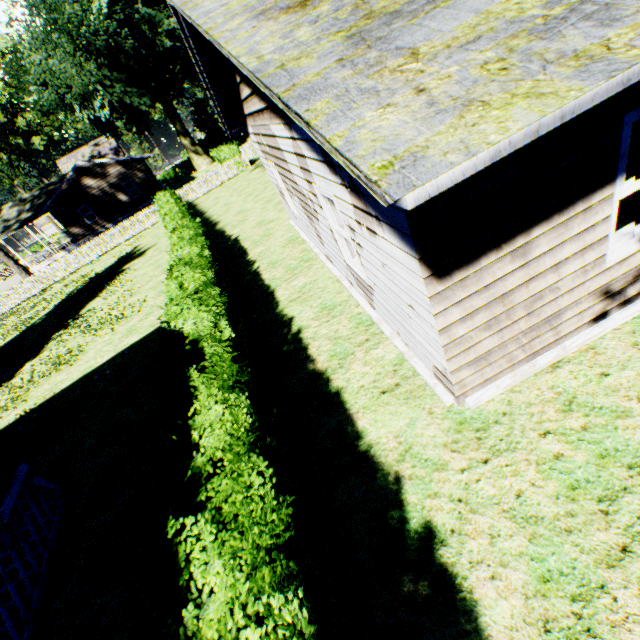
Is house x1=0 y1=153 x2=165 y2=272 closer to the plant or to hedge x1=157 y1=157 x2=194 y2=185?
the plant

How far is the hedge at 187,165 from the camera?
54.3m

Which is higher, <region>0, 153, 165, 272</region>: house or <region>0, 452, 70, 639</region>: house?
<region>0, 153, 165, 272</region>: house

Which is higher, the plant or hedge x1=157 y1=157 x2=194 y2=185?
the plant

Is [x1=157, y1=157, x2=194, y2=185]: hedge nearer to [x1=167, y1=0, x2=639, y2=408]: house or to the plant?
the plant

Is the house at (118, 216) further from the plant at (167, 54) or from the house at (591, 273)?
the house at (591, 273)

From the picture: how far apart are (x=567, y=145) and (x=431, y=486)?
3.6m
